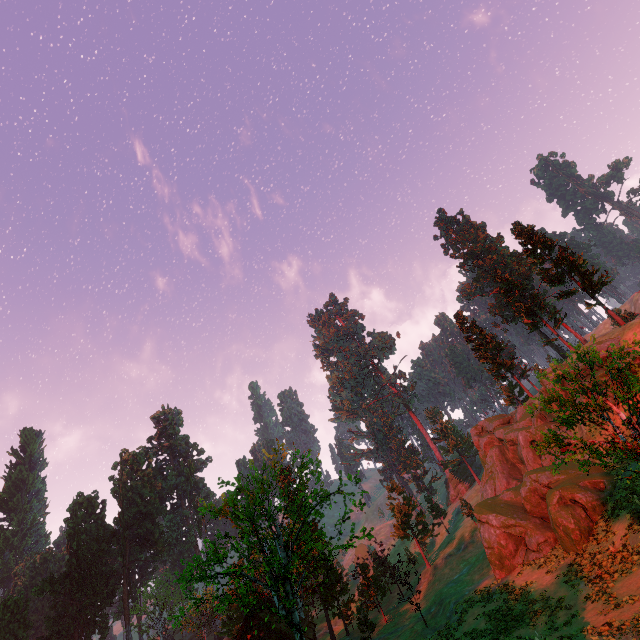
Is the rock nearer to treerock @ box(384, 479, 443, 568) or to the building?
treerock @ box(384, 479, 443, 568)

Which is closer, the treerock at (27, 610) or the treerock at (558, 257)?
the treerock at (558, 257)

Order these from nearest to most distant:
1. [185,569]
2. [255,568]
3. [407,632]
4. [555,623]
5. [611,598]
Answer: [611,598], [555,623], [185,569], [255,568], [407,632]

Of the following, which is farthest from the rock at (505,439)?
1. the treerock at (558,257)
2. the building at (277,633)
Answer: the building at (277,633)

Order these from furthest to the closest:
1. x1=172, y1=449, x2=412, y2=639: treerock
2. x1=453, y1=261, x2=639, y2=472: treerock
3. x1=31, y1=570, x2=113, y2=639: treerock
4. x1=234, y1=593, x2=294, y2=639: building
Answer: x1=31, y1=570, x2=113, y2=639: treerock → x1=234, y1=593, x2=294, y2=639: building → x1=172, y1=449, x2=412, y2=639: treerock → x1=453, y1=261, x2=639, y2=472: treerock

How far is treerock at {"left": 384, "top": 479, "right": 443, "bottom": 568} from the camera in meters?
44.9 m

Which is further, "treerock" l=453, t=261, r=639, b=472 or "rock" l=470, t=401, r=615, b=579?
"rock" l=470, t=401, r=615, b=579
